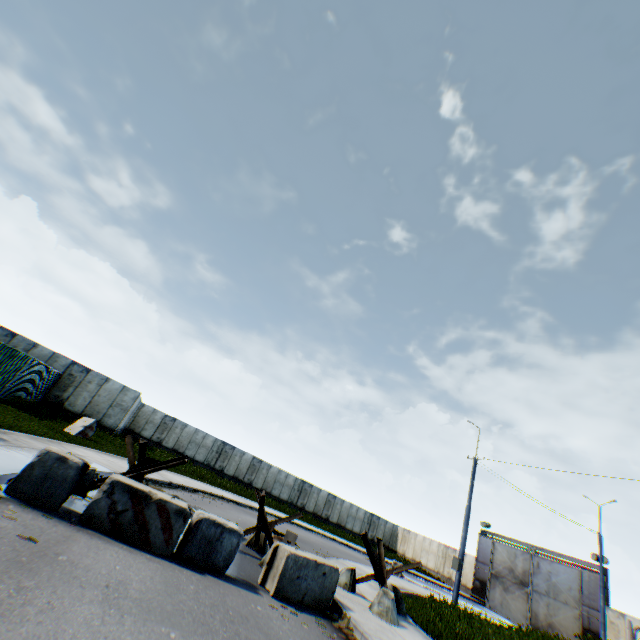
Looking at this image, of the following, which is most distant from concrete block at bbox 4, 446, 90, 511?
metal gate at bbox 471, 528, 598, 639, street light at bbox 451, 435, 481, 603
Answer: metal gate at bbox 471, 528, 598, 639

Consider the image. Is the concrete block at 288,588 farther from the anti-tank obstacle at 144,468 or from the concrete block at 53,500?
the concrete block at 53,500

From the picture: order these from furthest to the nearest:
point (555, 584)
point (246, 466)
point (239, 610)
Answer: point (246, 466) → point (555, 584) → point (239, 610)

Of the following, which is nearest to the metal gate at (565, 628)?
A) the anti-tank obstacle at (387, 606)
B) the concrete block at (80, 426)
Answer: the anti-tank obstacle at (387, 606)

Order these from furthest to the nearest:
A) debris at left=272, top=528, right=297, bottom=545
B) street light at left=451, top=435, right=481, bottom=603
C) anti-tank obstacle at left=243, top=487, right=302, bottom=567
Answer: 1. street light at left=451, top=435, right=481, bottom=603
2. debris at left=272, top=528, right=297, bottom=545
3. anti-tank obstacle at left=243, top=487, right=302, bottom=567

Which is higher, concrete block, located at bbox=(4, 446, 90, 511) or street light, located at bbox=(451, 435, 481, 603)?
street light, located at bbox=(451, 435, 481, 603)

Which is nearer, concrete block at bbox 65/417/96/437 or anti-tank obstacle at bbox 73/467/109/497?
anti-tank obstacle at bbox 73/467/109/497

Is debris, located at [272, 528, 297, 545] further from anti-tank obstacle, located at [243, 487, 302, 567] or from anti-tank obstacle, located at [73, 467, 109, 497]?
anti-tank obstacle, located at [73, 467, 109, 497]
